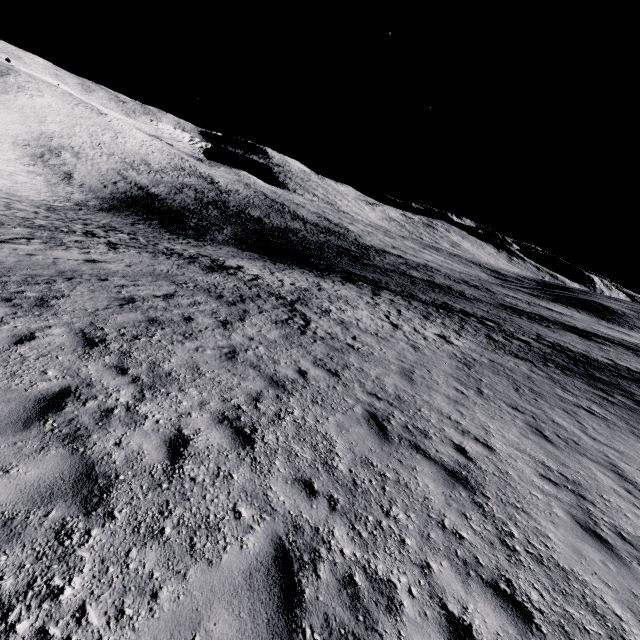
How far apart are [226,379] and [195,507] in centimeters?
335cm
